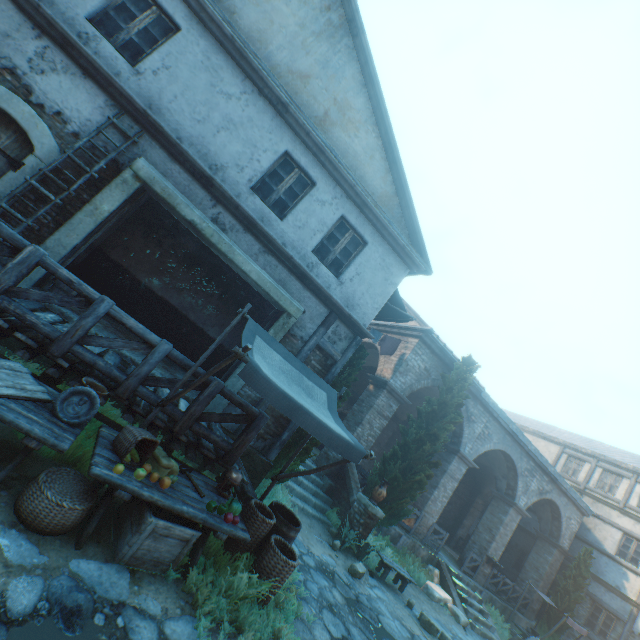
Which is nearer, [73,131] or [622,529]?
[73,131]

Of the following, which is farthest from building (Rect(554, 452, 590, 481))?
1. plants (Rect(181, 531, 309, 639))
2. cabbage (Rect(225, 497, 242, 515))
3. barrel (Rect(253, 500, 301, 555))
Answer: cabbage (Rect(225, 497, 242, 515))

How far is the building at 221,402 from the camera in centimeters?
712cm

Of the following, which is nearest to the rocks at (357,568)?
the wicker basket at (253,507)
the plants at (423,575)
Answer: the plants at (423,575)

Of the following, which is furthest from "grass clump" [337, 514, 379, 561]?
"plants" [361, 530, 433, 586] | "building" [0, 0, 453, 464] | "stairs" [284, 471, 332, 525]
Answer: "building" [0, 0, 453, 464]

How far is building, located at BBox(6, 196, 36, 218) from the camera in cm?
561

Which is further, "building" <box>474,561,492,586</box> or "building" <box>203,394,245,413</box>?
"building" <box>474,561,492,586</box>

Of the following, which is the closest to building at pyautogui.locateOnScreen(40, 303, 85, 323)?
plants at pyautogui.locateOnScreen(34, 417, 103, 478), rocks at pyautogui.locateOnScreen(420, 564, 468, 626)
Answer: plants at pyautogui.locateOnScreen(34, 417, 103, 478)
